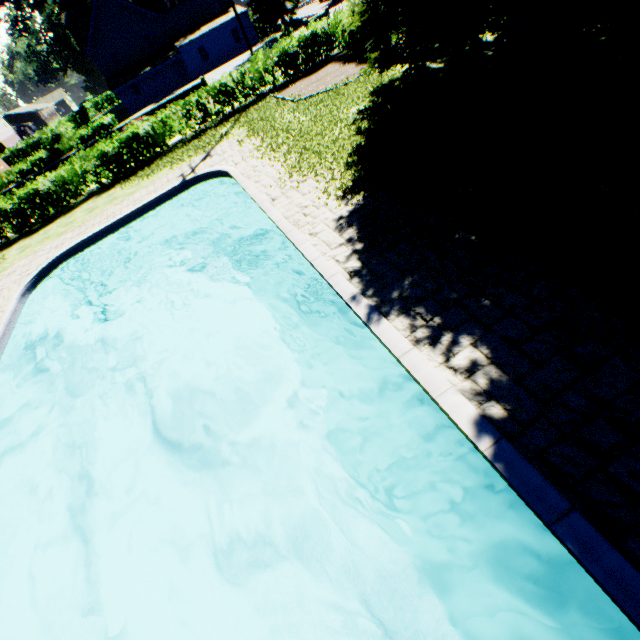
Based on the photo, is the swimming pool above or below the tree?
below

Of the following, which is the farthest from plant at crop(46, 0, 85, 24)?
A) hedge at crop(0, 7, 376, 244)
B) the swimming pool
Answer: the swimming pool

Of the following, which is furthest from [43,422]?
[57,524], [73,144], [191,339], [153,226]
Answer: → [73,144]

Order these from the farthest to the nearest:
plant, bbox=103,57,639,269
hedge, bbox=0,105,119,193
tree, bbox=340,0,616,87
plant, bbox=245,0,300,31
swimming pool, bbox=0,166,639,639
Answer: plant, bbox=245,0,300,31 → hedge, bbox=0,105,119,193 → tree, bbox=340,0,616,87 → plant, bbox=103,57,639,269 → swimming pool, bbox=0,166,639,639

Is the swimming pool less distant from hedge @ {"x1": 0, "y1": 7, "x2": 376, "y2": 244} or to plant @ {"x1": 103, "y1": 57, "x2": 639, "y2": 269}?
plant @ {"x1": 103, "y1": 57, "x2": 639, "y2": 269}

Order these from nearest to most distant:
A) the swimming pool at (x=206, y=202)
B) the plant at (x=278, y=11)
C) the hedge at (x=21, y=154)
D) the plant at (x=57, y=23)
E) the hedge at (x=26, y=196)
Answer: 1. the swimming pool at (x=206, y=202)
2. the hedge at (x=26, y=196)
3. the hedge at (x=21, y=154)
4. the plant at (x=278, y=11)
5. the plant at (x=57, y=23)

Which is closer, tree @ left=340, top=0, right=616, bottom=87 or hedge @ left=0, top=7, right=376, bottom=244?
tree @ left=340, top=0, right=616, bottom=87

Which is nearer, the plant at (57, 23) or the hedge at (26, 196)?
the hedge at (26, 196)
